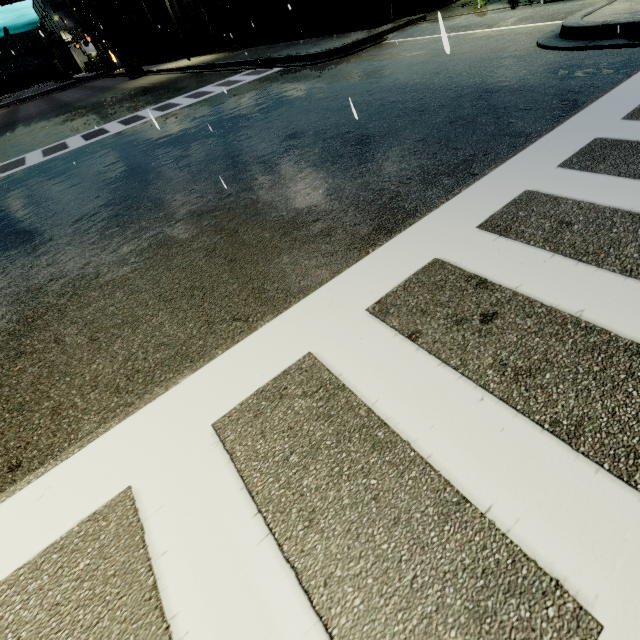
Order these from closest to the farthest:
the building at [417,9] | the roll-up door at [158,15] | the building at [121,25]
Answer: the building at [417,9], the roll-up door at [158,15], the building at [121,25]

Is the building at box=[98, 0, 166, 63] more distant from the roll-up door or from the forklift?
the forklift

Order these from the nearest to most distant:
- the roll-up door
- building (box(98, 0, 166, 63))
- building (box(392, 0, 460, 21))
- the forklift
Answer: building (box(392, 0, 460, 21)) → the forklift → the roll-up door → building (box(98, 0, 166, 63))

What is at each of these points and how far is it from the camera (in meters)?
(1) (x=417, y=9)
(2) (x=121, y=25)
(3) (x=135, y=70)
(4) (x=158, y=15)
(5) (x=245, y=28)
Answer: (1) building, 14.17
(2) building, 38.06
(3) forklift, 26.95
(4) roll-up door, 29.59
(5) building, 20.00

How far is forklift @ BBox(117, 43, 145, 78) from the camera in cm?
2666

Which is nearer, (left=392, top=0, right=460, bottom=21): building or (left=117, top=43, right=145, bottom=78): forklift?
(left=392, top=0, right=460, bottom=21): building

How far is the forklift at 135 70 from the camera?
26.7 meters
